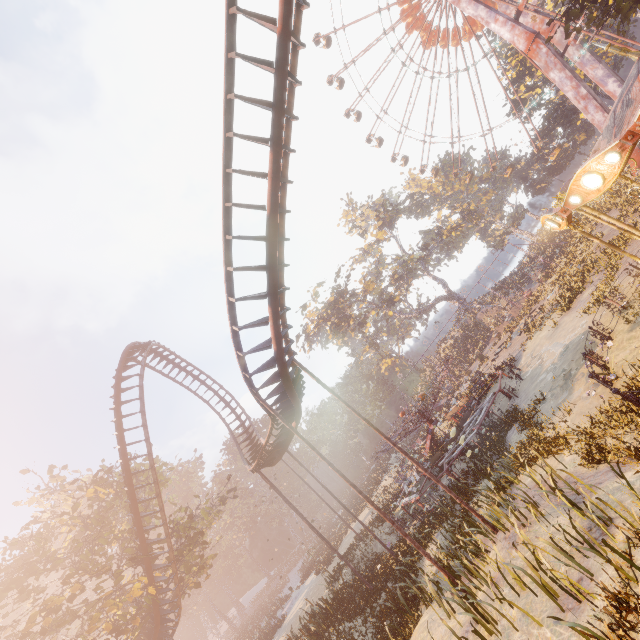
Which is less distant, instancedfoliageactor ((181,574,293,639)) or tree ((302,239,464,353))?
instancedfoliageactor ((181,574,293,639))

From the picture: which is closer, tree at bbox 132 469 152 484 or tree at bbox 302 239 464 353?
tree at bbox 132 469 152 484

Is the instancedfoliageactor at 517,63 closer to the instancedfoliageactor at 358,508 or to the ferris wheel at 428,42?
the ferris wheel at 428,42

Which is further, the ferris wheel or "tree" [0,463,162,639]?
the ferris wheel

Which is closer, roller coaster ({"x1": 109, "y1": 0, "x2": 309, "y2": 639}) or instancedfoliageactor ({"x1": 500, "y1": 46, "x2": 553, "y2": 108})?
roller coaster ({"x1": 109, "y1": 0, "x2": 309, "y2": 639})

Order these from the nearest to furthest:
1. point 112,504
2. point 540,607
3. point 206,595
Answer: point 540,607 < point 112,504 < point 206,595

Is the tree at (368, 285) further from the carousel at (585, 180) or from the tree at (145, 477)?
the carousel at (585, 180)

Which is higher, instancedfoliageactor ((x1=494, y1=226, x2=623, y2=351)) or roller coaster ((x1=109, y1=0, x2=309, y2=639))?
roller coaster ((x1=109, y1=0, x2=309, y2=639))
